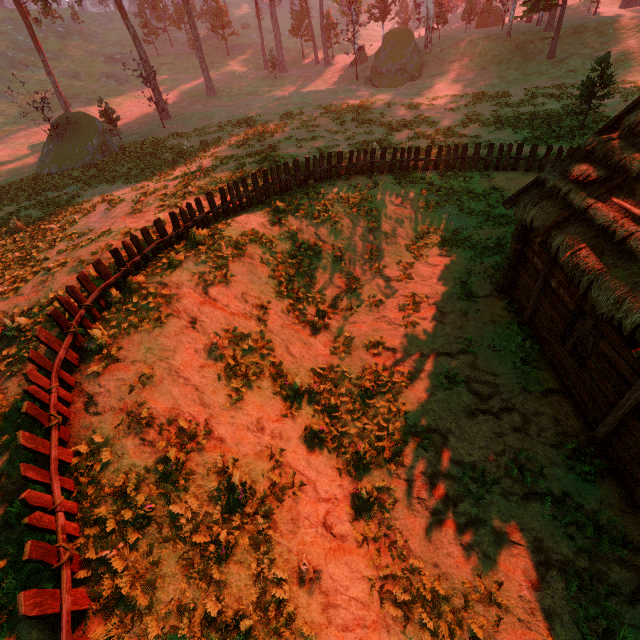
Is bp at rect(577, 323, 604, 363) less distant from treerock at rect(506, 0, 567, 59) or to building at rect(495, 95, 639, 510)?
building at rect(495, 95, 639, 510)

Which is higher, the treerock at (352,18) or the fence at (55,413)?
the treerock at (352,18)

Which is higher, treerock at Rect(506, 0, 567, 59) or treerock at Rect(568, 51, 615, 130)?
treerock at Rect(506, 0, 567, 59)

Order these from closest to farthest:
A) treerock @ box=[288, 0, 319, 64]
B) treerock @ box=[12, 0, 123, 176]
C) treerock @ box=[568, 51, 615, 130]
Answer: treerock @ box=[568, 51, 615, 130] → treerock @ box=[12, 0, 123, 176] → treerock @ box=[288, 0, 319, 64]

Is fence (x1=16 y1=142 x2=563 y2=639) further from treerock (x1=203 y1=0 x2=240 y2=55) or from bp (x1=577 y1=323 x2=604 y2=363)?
bp (x1=577 y1=323 x2=604 y2=363)

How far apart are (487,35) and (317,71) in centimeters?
2520cm

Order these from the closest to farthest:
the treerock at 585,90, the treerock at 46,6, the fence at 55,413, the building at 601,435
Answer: the fence at 55,413
the building at 601,435
the treerock at 585,90
the treerock at 46,6
